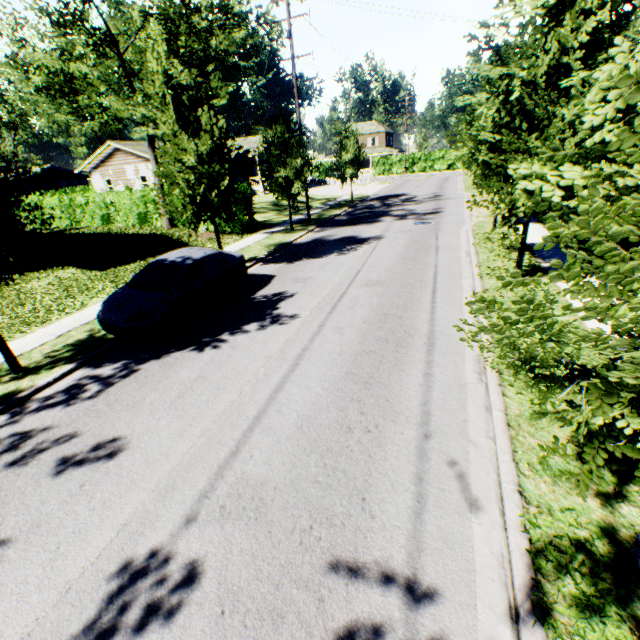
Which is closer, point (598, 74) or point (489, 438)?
point (598, 74)

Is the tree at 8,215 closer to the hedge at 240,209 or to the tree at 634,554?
the hedge at 240,209

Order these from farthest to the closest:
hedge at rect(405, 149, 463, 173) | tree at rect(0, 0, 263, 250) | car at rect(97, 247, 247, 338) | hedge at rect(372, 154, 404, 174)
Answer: hedge at rect(372, 154, 404, 174)
hedge at rect(405, 149, 463, 173)
tree at rect(0, 0, 263, 250)
car at rect(97, 247, 247, 338)

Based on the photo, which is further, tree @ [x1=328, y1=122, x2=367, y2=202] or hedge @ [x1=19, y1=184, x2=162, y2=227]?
tree @ [x1=328, y1=122, x2=367, y2=202]

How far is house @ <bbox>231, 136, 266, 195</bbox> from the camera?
38.9m

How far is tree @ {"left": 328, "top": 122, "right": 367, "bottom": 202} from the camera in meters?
26.5

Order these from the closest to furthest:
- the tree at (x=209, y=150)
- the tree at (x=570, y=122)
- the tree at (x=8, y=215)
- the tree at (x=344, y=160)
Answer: the tree at (x=570, y=122)
the tree at (x=8, y=215)
the tree at (x=209, y=150)
the tree at (x=344, y=160)

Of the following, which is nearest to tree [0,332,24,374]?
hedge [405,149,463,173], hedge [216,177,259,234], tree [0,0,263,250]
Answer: tree [0,0,263,250]
